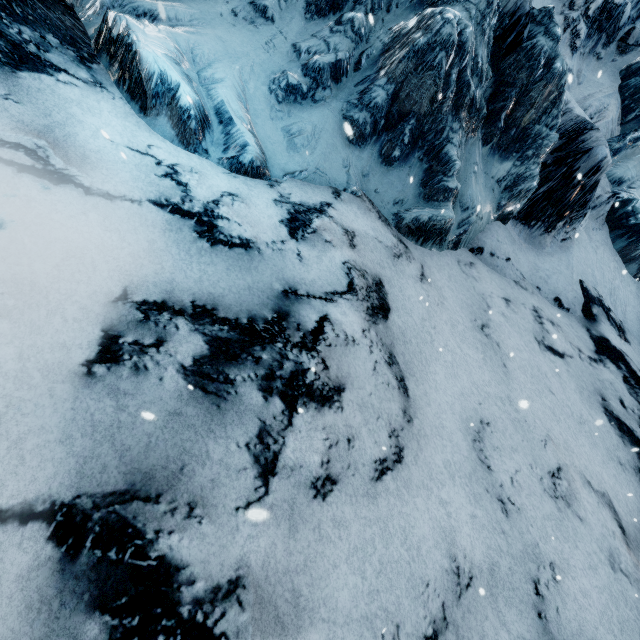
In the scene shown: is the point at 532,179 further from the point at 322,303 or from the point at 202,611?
the point at 202,611
